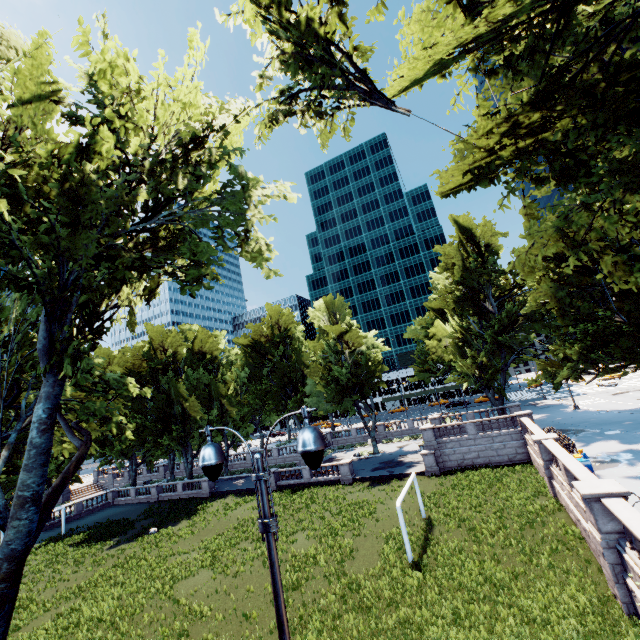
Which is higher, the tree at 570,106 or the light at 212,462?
the tree at 570,106

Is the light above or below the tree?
below

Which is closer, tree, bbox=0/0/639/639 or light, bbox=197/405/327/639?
light, bbox=197/405/327/639

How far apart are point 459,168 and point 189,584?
26.52m

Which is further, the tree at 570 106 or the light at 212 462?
the tree at 570 106
